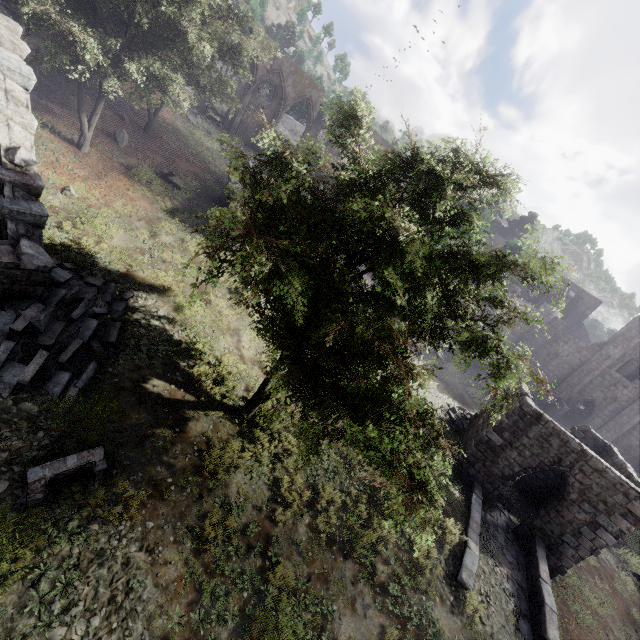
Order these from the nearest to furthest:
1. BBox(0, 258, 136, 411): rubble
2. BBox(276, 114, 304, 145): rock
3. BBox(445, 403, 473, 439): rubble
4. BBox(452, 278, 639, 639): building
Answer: BBox(0, 258, 136, 411): rubble → BBox(452, 278, 639, 639): building → BBox(445, 403, 473, 439): rubble → BBox(276, 114, 304, 145): rock

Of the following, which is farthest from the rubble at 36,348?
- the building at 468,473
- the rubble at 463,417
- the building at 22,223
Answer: the rubble at 463,417

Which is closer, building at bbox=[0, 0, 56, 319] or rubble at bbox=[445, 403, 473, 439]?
building at bbox=[0, 0, 56, 319]

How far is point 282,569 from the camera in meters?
8.3

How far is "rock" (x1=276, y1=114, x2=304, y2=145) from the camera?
50.7m

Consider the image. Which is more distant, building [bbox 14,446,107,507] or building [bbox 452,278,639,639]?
building [bbox 452,278,639,639]

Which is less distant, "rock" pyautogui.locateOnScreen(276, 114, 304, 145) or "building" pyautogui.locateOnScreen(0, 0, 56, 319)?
"building" pyautogui.locateOnScreen(0, 0, 56, 319)

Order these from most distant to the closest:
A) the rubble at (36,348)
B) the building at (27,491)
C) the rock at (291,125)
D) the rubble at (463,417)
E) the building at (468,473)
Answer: the rock at (291,125) < the rubble at (463,417) < the building at (468,473) < the rubble at (36,348) < the building at (27,491)
